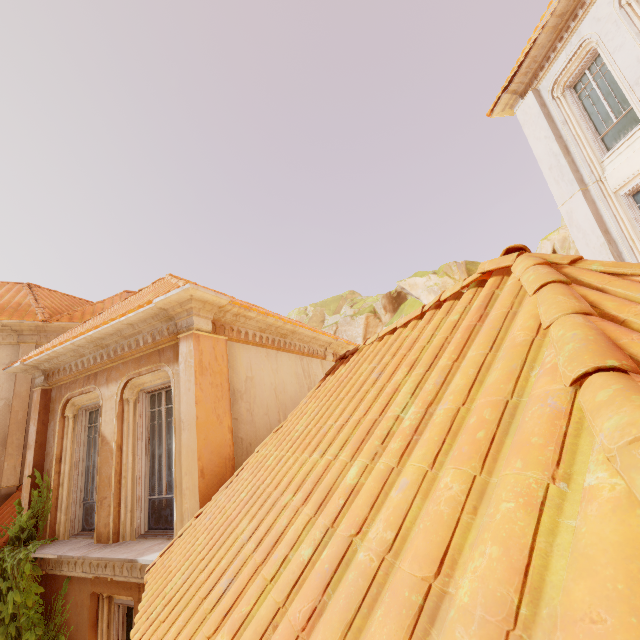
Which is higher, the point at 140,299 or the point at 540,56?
the point at 540,56

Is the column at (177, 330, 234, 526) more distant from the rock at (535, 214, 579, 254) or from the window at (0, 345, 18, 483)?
the rock at (535, 214, 579, 254)

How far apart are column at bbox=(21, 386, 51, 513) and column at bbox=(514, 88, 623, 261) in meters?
14.4

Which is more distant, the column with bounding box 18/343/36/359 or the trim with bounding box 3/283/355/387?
the column with bounding box 18/343/36/359

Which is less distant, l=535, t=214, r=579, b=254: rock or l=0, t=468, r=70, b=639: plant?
l=0, t=468, r=70, b=639: plant

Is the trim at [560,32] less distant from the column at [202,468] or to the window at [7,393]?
the column at [202,468]

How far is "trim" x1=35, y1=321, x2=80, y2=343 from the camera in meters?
9.6 m

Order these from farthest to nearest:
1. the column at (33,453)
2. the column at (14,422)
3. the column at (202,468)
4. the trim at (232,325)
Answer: the column at (14,422) → the column at (33,453) → the trim at (232,325) → the column at (202,468)
